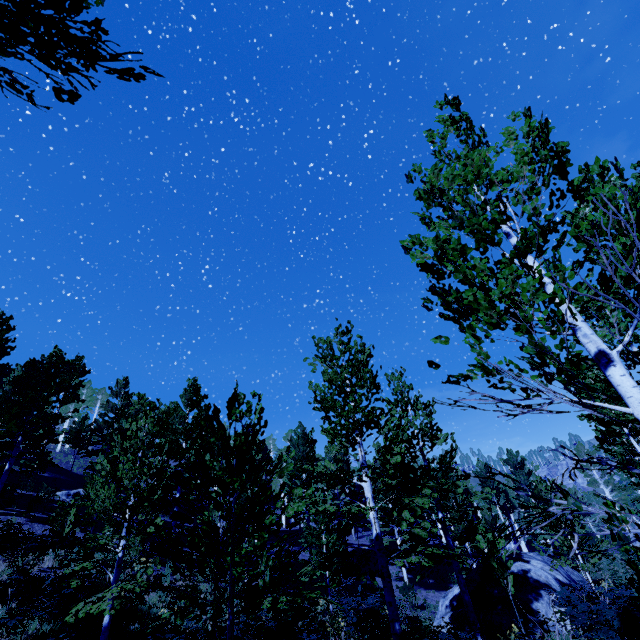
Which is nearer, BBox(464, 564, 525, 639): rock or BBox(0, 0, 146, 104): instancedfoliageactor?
BBox(0, 0, 146, 104): instancedfoliageactor

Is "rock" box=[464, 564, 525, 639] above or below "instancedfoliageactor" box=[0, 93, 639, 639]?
below

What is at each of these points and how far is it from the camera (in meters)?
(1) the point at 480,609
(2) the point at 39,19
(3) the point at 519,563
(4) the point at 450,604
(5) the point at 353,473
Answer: (1) rock, 14.07
(2) instancedfoliageactor, 1.96
(3) rock, 15.51
(4) rock, 15.62
(5) instancedfoliageactor, 8.88

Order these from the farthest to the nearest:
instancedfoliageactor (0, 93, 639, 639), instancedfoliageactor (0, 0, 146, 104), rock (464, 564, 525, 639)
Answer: rock (464, 564, 525, 639) < instancedfoliageactor (0, 93, 639, 639) < instancedfoliageactor (0, 0, 146, 104)

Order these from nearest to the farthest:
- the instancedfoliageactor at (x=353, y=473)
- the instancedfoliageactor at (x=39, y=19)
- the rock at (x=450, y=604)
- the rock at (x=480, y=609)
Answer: the instancedfoliageactor at (x=39, y=19) < the instancedfoliageactor at (x=353, y=473) < the rock at (x=480, y=609) < the rock at (x=450, y=604)

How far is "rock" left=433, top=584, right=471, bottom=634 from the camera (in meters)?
13.66

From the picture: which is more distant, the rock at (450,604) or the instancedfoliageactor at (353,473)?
the rock at (450,604)

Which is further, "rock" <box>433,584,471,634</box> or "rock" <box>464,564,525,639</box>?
"rock" <box>433,584,471,634</box>
